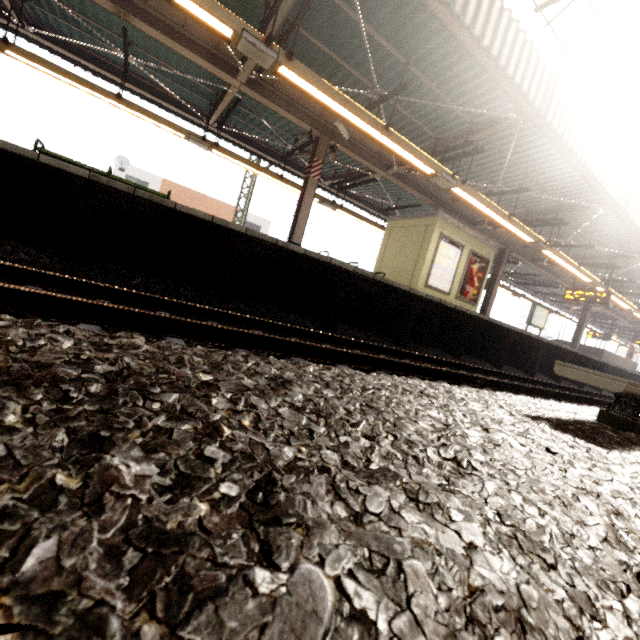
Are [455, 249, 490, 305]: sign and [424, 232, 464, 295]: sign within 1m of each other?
yes

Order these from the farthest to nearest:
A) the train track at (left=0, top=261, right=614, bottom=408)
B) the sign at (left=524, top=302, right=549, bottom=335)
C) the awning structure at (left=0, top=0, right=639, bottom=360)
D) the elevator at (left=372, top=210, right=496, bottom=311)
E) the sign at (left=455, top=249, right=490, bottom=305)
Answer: the sign at (left=524, top=302, right=549, bottom=335) → the sign at (left=455, top=249, right=490, bottom=305) → the elevator at (left=372, top=210, right=496, bottom=311) → the awning structure at (left=0, top=0, right=639, bottom=360) → the train track at (left=0, top=261, right=614, bottom=408)

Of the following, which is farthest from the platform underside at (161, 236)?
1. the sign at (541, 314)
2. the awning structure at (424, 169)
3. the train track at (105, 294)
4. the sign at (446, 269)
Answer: the sign at (541, 314)

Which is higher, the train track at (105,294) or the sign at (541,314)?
the sign at (541,314)

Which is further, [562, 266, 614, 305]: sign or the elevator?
[562, 266, 614, 305]: sign

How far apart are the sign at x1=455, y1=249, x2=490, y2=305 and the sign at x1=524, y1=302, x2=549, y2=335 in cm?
641

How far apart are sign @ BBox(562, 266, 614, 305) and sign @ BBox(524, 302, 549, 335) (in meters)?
2.23

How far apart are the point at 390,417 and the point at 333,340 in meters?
3.0 m
